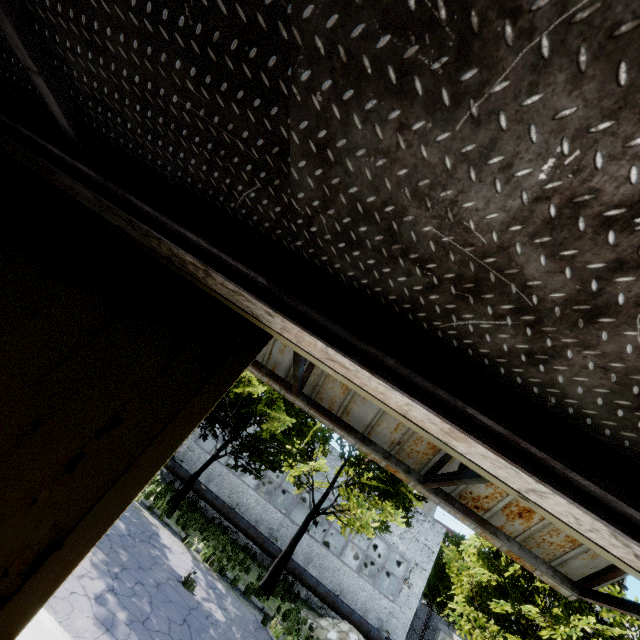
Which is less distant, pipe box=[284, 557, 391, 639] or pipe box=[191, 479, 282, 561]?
pipe box=[284, 557, 391, 639]

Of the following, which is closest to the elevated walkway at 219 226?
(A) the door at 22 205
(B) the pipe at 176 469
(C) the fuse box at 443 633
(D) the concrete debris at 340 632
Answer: (A) the door at 22 205

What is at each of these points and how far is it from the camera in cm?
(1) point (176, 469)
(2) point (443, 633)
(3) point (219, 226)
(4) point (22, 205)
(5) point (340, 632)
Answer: Answer:
(1) pipe, 1952
(2) fuse box, 1521
(3) elevated walkway, 153
(4) door, 236
(5) concrete debris, 1470

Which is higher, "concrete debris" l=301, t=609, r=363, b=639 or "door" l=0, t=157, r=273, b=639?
"door" l=0, t=157, r=273, b=639

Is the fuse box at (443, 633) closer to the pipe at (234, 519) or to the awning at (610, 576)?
the pipe at (234, 519)

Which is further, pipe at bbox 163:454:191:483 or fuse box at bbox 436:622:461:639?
pipe at bbox 163:454:191:483

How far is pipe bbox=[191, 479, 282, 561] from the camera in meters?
18.0

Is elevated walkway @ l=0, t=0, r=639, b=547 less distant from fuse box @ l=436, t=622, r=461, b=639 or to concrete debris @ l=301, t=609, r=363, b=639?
fuse box @ l=436, t=622, r=461, b=639
